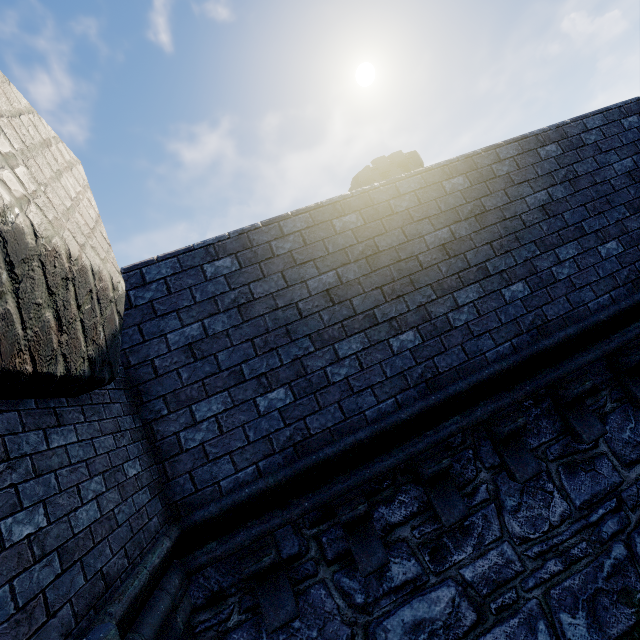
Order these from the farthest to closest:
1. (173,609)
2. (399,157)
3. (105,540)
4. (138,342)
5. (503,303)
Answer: (399,157) < (503,303) < (138,342) < (173,609) < (105,540)

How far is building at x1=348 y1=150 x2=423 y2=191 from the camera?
36.12m

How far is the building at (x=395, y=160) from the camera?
36.12m
